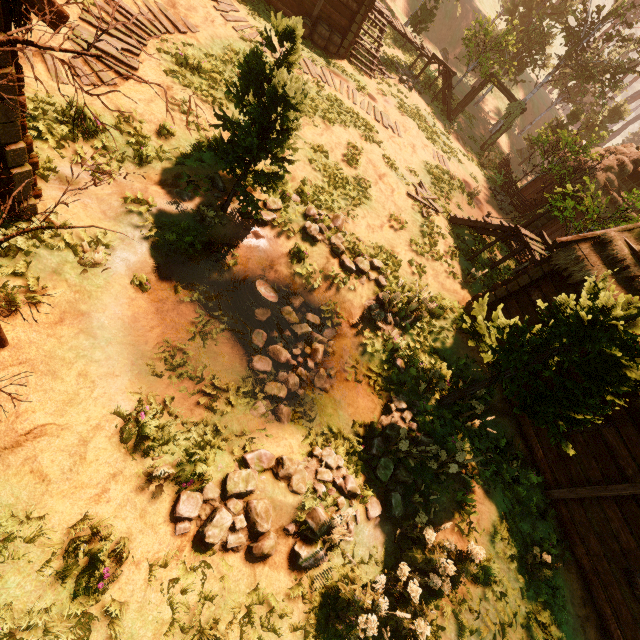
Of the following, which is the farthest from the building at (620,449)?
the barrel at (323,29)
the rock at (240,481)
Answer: the rock at (240,481)

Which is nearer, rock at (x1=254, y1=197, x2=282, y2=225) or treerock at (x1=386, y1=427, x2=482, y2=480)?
treerock at (x1=386, y1=427, x2=482, y2=480)

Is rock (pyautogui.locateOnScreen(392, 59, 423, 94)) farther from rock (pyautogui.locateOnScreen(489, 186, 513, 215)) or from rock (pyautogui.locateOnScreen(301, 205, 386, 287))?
rock (pyautogui.locateOnScreen(301, 205, 386, 287))

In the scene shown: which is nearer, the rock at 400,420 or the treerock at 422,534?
the treerock at 422,534

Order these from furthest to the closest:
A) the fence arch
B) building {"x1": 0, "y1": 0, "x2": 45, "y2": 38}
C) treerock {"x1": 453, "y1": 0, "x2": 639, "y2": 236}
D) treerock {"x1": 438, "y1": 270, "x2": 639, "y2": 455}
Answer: the fence arch, treerock {"x1": 453, "y1": 0, "x2": 639, "y2": 236}, treerock {"x1": 438, "y1": 270, "x2": 639, "y2": 455}, building {"x1": 0, "y1": 0, "x2": 45, "y2": 38}

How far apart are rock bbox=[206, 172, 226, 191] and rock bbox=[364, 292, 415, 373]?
5.1m

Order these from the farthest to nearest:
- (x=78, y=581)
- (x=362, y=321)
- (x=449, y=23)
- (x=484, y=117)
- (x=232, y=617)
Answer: (x=449, y=23), (x=484, y=117), (x=362, y=321), (x=232, y=617), (x=78, y=581)

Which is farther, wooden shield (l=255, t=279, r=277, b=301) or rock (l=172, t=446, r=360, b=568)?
wooden shield (l=255, t=279, r=277, b=301)
